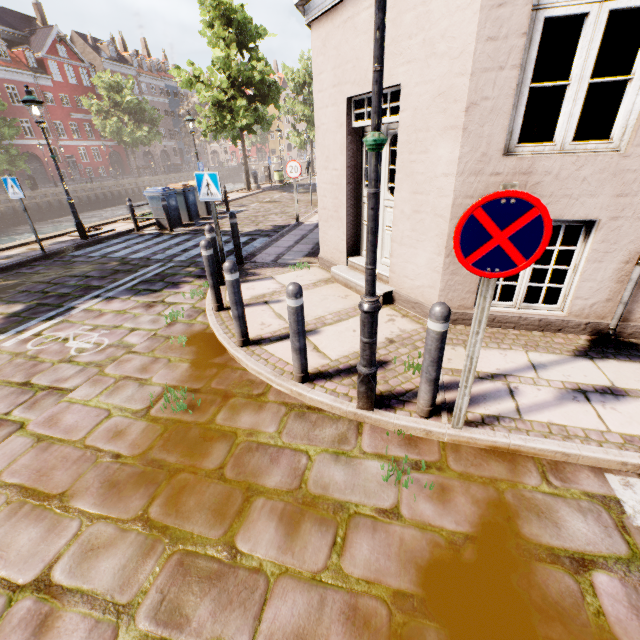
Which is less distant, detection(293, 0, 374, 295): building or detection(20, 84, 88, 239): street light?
detection(293, 0, 374, 295): building

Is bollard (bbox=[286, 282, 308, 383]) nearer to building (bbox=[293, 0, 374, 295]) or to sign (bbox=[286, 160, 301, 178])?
sign (bbox=[286, 160, 301, 178])

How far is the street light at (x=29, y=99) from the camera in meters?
8.4 m

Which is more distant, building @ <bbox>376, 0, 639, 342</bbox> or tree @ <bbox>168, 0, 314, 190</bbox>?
tree @ <bbox>168, 0, 314, 190</bbox>

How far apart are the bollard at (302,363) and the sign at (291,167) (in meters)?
8.56

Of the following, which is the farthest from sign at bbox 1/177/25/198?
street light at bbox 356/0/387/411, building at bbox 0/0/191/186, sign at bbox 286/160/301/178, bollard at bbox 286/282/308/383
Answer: building at bbox 0/0/191/186

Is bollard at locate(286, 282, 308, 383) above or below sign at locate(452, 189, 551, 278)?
below

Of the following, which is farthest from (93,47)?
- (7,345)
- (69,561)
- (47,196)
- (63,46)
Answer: (69,561)
